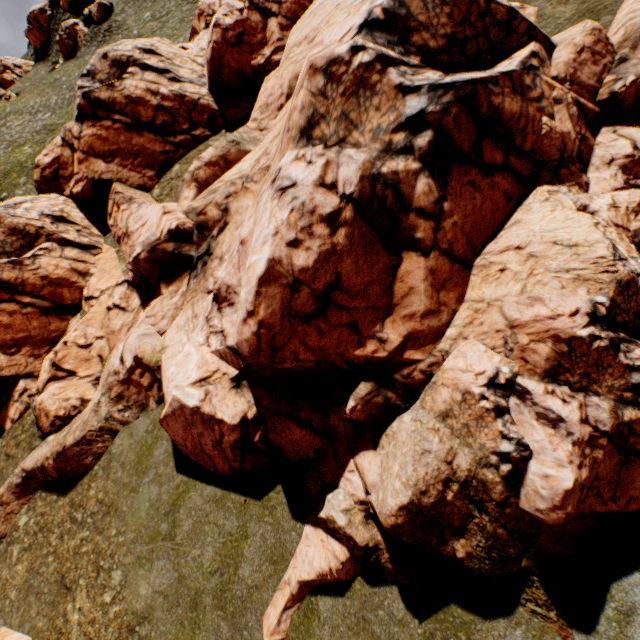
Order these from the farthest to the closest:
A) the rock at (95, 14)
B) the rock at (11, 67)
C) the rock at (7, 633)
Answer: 1. the rock at (11, 67)
2. the rock at (95, 14)
3. the rock at (7, 633)

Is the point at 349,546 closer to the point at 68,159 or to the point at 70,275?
the point at 70,275

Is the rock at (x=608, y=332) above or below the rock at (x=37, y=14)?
below

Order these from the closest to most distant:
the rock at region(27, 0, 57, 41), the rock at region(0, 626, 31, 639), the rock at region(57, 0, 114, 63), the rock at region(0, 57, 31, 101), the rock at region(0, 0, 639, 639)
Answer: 1. the rock at region(0, 0, 639, 639)
2. the rock at region(0, 626, 31, 639)
3. the rock at region(57, 0, 114, 63)
4. the rock at region(0, 57, 31, 101)
5. the rock at region(27, 0, 57, 41)

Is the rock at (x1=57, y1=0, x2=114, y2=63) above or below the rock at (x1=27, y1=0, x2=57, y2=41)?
below

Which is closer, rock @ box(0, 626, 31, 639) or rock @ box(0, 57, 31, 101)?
rock @ box(0, 626, 31, 639)
